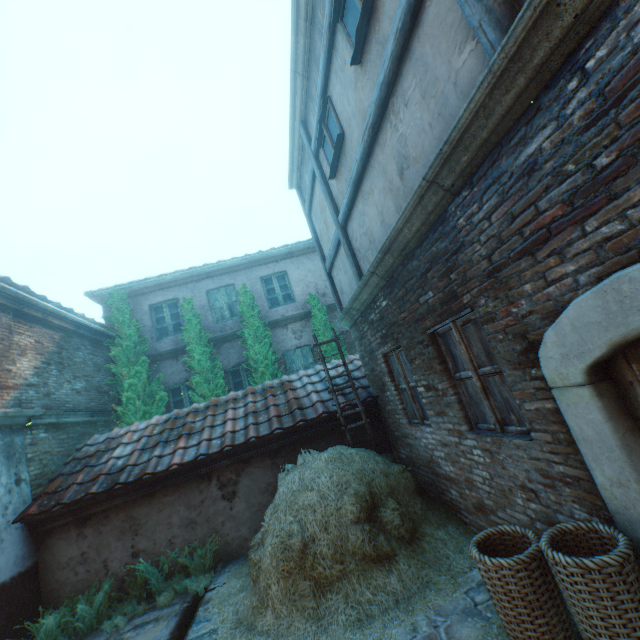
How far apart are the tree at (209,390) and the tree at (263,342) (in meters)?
0.71

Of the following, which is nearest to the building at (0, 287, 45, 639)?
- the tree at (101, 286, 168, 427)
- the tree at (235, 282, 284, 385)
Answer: the tree at (101, 286, 168, 427)

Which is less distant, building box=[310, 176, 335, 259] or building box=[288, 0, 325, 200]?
building box=[288, 0, 325, 200]

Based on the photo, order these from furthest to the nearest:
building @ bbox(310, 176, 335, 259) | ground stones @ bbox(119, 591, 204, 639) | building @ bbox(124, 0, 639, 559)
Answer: Result: building @ bbox(310, 176, 335, 259) < ground stones @ bbox(119, 591, 204, 639) < building @ bbox(124, 0, 639, 559)

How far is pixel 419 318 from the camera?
4.20m

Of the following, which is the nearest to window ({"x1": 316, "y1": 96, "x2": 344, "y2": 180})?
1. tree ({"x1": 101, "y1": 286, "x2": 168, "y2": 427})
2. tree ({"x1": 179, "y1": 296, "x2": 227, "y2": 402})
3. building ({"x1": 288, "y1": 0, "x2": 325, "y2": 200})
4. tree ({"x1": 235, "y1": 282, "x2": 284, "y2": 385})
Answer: building ({"x1": 288, "y1": 0, "x2": 325, "y2": 200})

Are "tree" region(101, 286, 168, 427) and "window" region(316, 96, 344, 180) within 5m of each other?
no

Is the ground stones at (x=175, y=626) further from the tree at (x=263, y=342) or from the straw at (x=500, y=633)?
the tree at (x=263, y=342)
